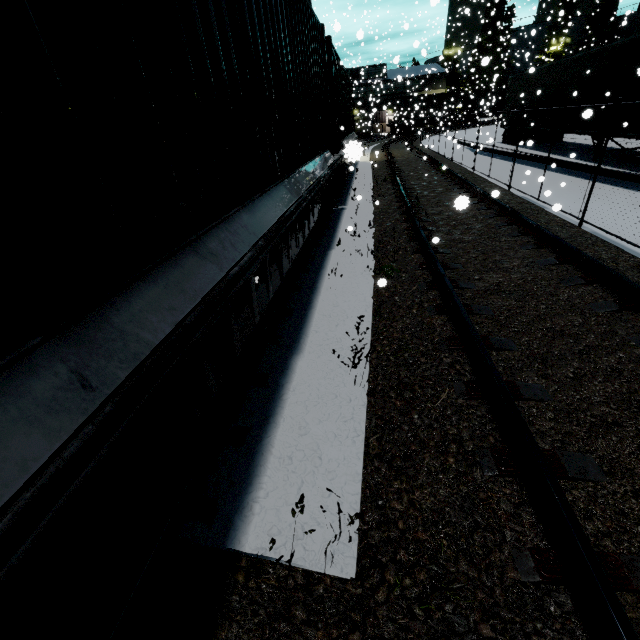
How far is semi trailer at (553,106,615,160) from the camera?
11.27m

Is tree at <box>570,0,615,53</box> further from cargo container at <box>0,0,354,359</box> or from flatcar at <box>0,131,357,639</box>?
flatcar at <box>0,131,357,639</box>

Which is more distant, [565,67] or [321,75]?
[565,67]

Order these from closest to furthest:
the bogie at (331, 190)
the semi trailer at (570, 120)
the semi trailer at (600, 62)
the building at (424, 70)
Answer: the bogie at (331, 190), the semi trailer at (600, 62), the semi trailer at (570, 120), the building at (424, 70)

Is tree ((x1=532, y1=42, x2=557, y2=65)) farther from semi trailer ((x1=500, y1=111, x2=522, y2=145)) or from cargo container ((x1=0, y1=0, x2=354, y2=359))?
cargo container ((x1=0, y1=0, x2=354, y2=359))

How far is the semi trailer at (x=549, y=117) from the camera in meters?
15.1

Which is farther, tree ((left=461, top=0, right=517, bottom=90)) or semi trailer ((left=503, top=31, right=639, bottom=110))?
tree ((left=461, top=0, right=517, bottom=90))

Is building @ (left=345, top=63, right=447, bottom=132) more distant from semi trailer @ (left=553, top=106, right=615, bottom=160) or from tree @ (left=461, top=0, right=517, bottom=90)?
tree @ (left=461, top=0, right=517, bottom=90)
